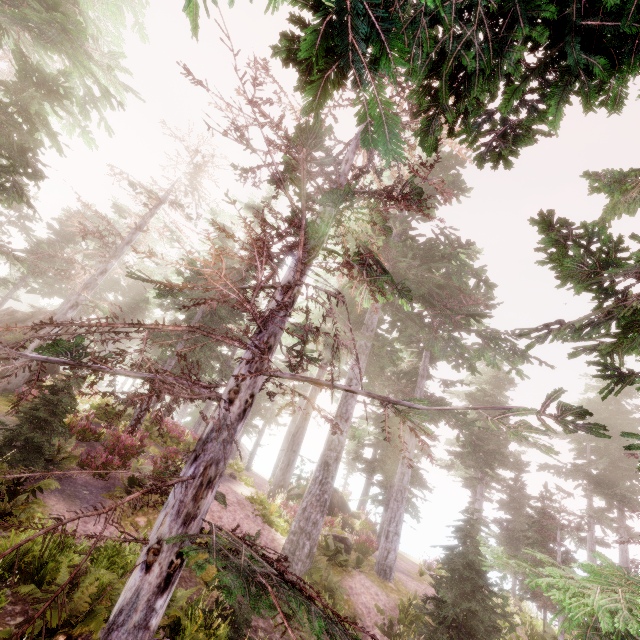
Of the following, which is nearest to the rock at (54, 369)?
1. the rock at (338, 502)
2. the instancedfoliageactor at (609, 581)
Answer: the instancedfoliageactor at (609, 581)

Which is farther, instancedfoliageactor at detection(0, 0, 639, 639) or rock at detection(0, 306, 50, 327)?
rock at detection(0, 306, 50, 327)

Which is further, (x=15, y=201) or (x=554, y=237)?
(x=15, y=201)

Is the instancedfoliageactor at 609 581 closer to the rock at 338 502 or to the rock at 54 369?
the rock at 54 369

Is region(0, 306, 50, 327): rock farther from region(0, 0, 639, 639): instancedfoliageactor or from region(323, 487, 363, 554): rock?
region(323, 487, 363, 554): rock

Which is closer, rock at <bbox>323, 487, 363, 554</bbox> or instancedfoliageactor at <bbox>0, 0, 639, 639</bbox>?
instancedfoliageactor at <bbox>0, 0, 639, 639</bbox>

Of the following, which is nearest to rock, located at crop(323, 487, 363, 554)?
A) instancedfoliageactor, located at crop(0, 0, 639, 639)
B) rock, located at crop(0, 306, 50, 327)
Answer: instancedfoliageactor, located at crop(0, 0, 639, 639)
